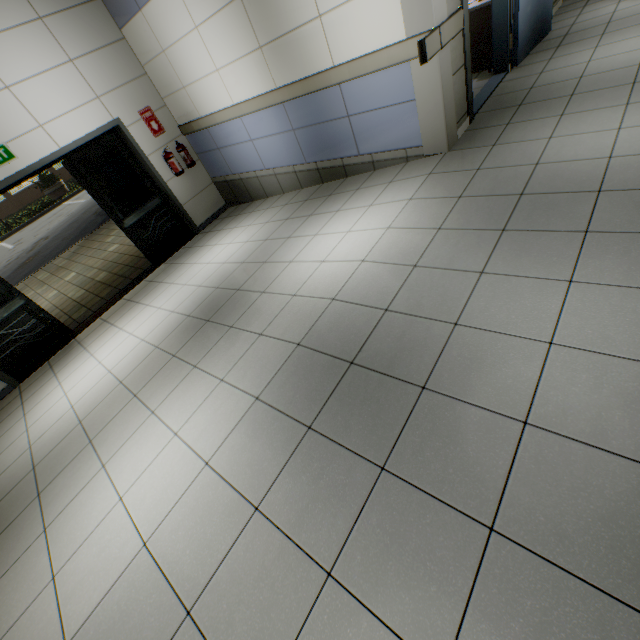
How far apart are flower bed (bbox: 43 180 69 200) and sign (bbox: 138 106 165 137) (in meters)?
21.24

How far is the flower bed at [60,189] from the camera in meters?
20.8

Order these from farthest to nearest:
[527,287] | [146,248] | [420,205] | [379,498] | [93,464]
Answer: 1. [146,248]
2. [420,205]
3. [93,464]
4. [527,287]
5. [379,498]

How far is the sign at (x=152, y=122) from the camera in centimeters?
566cm

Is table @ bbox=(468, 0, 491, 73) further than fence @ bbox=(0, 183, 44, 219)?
No

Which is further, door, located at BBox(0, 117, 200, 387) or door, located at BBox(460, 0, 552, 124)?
door, located at BBox(0, 117, 200, 387)

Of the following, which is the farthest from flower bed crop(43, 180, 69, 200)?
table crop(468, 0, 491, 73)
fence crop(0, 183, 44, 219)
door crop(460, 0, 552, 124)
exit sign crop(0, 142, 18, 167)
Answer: door crop(460, 0, 552, 124)

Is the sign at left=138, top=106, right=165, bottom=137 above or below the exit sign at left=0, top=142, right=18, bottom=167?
below
